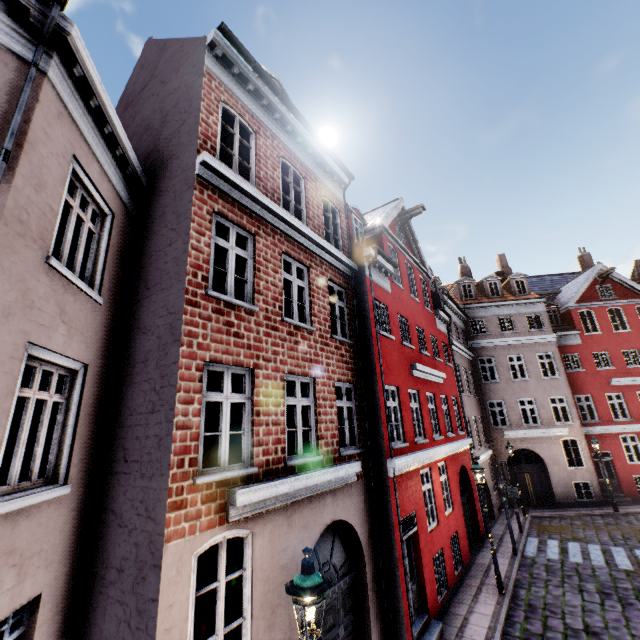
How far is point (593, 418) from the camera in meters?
30.8

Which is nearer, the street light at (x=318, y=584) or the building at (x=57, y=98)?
the street light at (x=318, y=584)

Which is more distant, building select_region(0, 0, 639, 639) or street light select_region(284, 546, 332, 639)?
building select_region(0, 0, 639, 639)
